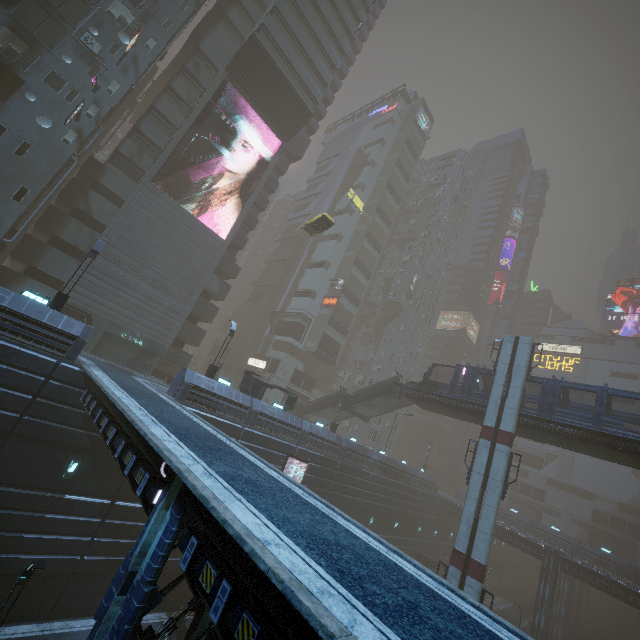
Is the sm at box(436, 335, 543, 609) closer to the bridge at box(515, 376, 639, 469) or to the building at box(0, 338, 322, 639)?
the bridge at box(515, 376, 639, 469)

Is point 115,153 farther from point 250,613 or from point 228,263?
point 250,613

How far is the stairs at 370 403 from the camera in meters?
34.8 m

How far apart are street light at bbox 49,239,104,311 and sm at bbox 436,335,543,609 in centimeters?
2943cm

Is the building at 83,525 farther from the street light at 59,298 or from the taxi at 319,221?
the taxi at 319,221

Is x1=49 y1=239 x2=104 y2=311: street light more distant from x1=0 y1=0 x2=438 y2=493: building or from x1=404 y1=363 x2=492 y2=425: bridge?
x1=404 y1=363 x2=492 y2=425: bridge

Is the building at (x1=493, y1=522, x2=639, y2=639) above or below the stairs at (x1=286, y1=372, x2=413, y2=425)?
below
